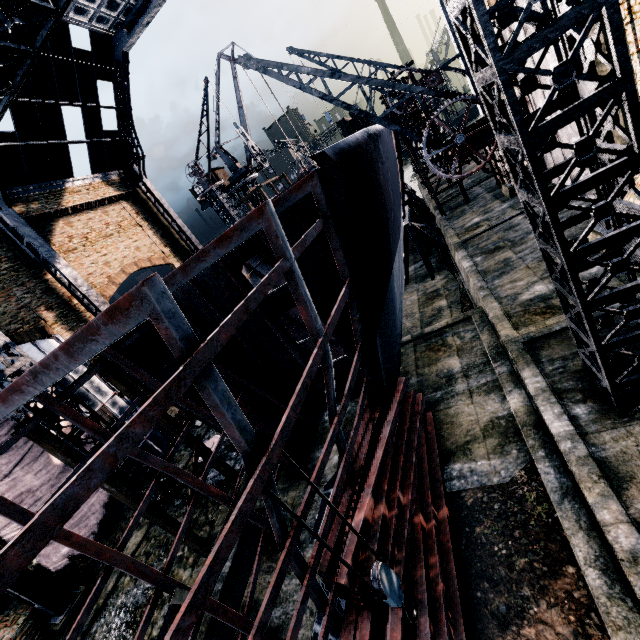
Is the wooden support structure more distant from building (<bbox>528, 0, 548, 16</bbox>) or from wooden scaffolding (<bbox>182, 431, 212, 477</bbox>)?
building (<bbox>528, 0, 548, 16</bbox>)

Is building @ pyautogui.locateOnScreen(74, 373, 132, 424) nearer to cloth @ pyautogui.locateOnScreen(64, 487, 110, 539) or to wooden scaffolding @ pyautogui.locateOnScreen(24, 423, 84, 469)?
cloth @ pyautogui.locateOnScreen(64, 487, 110, 539)

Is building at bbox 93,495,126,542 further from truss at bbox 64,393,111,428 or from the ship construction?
the ship construction

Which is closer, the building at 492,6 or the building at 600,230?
the building at 492,6

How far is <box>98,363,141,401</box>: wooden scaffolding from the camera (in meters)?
11.74

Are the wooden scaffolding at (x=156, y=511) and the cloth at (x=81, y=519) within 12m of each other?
yes

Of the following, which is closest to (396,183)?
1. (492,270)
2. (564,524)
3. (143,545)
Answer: (492,270)

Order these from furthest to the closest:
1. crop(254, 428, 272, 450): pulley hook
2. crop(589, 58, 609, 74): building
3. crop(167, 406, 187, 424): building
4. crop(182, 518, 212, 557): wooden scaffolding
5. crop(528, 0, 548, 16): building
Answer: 1. crop(167, 406, 187, 424): building
2. crop(182, 518, 212, 557): wooden scaffolding
3. crop(589, 58, 609, 74): building
4. crop(528, 0, 548, 16): building
5. crop(254, 428, 272, 450): pulley hook
